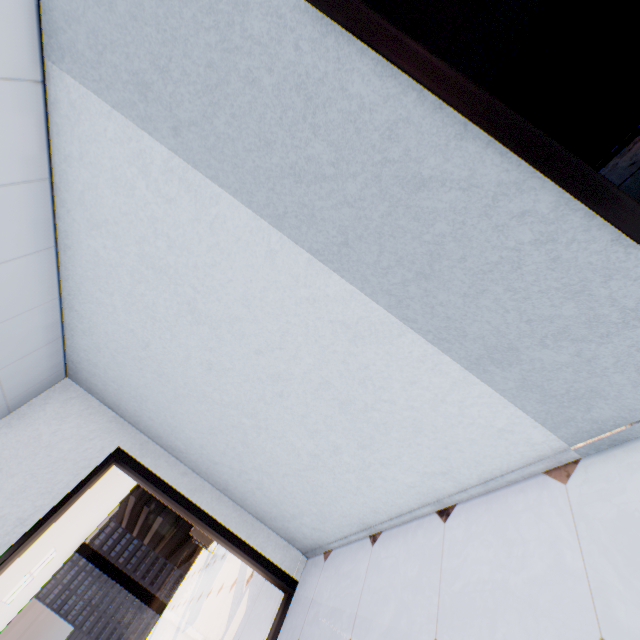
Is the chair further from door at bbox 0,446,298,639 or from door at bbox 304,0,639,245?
→ door at bbox 304,0,639,245

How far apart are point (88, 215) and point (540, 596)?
2.83m

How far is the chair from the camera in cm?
800

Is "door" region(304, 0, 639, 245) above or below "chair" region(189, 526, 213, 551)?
above

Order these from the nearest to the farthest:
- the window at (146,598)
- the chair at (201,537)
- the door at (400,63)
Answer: the door at (400,63) < the chair at (201,537) < the window at (146,598)

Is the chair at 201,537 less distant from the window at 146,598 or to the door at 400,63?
the window at 146,598

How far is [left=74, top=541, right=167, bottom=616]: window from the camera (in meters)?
8.93

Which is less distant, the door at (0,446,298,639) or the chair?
the door at (0,446,298,639)
